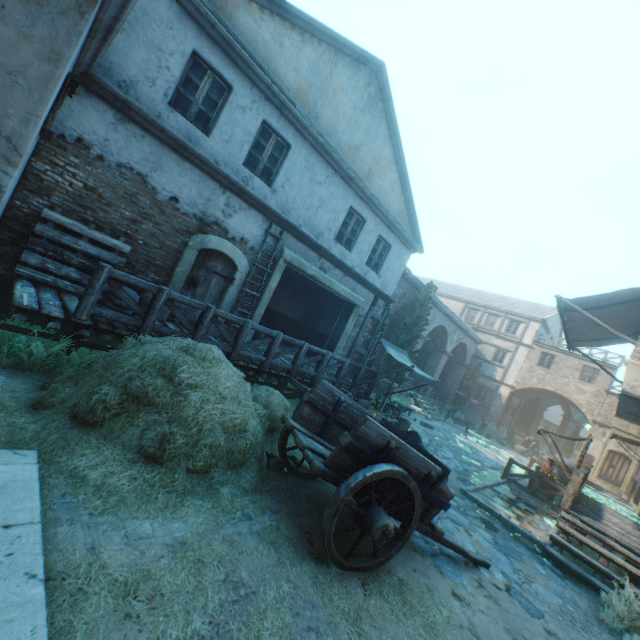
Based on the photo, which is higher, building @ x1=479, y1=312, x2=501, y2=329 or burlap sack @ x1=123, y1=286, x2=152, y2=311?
building @ x1=479, y1=312, x2=501, y2=329

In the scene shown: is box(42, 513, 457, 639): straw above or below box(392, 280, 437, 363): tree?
below

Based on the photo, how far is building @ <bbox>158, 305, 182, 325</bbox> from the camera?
8.0 meters

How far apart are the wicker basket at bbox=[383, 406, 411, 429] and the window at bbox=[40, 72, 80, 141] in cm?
1084

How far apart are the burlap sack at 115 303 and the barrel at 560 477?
17.6m

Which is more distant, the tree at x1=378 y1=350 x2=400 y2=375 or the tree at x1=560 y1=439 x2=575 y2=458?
the tree at x1=560 y1=439 x2=575 y2=458

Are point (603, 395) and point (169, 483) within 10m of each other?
no

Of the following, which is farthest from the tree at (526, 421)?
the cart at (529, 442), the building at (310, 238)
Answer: the cart at (529, 442)
